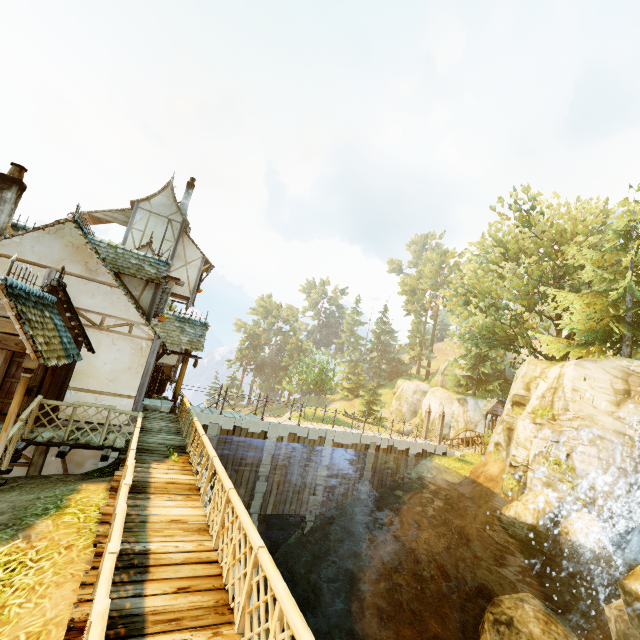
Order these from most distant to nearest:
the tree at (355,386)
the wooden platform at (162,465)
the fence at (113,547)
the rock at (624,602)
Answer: the tree at (355,386), the rock at (624,602), the wooden platform at (162,465), the fence at (113,547)

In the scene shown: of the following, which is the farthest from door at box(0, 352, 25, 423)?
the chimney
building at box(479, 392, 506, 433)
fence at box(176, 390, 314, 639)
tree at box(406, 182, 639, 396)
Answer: building at box(479, 392, 506, 433)

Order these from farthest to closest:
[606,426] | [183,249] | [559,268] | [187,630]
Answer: [559,268] → [183,249] → [606,426] → [187,630]

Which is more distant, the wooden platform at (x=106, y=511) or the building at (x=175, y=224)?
the building at (x=175, y=224)

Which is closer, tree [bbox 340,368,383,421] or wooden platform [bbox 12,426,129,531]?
wooden platform [bbox 12,426,129,531]

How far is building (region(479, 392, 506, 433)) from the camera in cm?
2917

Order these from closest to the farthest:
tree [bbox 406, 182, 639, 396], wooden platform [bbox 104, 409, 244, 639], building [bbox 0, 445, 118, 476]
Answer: wooden platform [bbox 104, 409, 244, 639], building [bbox 0, 445, 118, 476], tree [bbox 406, 182, 639, 396]

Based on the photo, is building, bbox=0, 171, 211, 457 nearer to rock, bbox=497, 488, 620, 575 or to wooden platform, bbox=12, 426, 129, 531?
wooden platform, bbox=12, 426, 129, 531
